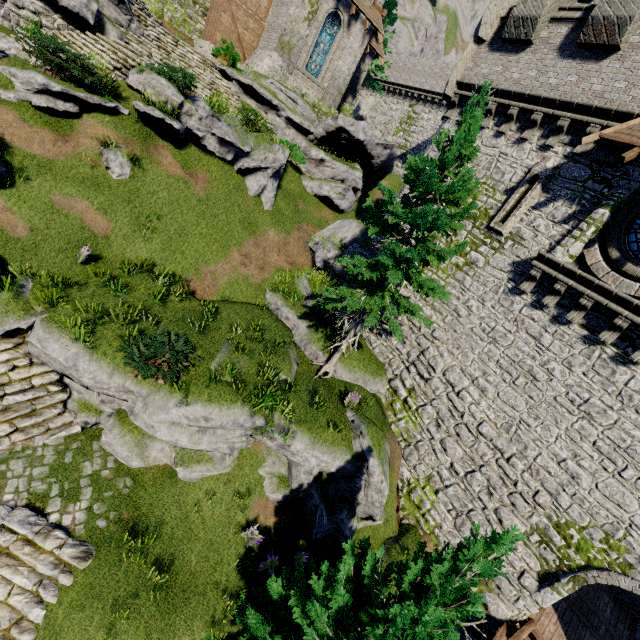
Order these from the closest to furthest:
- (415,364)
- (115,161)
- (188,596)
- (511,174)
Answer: (188,596) → (511,174) → (115,161) → (415,364)

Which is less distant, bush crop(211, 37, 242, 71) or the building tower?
the building tower

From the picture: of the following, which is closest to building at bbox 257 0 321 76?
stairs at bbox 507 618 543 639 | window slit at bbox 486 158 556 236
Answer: window slit at bbox 486 158 556 236

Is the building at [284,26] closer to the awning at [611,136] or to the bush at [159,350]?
the awning at [611,136]

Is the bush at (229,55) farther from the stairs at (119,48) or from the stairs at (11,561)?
the stairs at (11,561)

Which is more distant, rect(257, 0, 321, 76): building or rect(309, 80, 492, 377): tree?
rect(257, 0, 321, 76): building

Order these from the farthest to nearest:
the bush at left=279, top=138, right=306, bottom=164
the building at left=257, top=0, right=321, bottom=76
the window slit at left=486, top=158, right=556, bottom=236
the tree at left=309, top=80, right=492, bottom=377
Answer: the bush at left=279, top=138, right=306, bottom=164 → the building at left=257, top=0, right=321, bottom=76 → the window slit at left=486, top=158, right=556, bottom=236 → the tree at left=309, top=80, right=492, bottom=377
